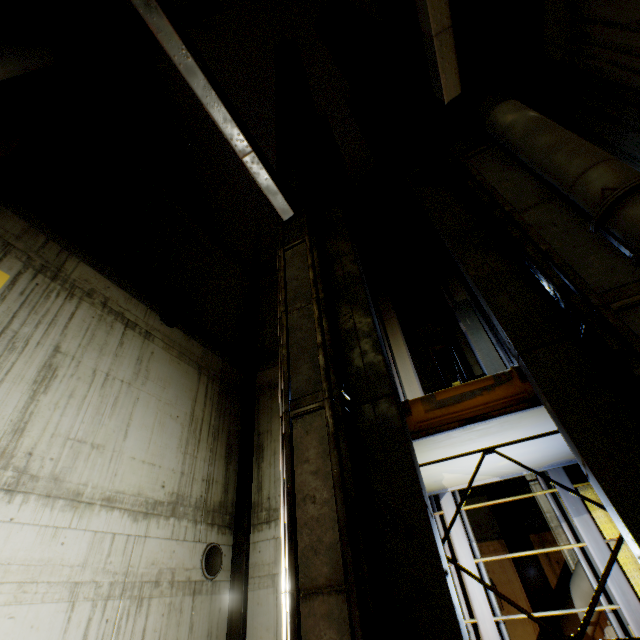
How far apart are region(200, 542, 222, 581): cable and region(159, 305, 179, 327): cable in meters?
6.5 m

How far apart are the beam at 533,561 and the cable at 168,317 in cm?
1025

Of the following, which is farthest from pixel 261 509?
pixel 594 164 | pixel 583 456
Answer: pixel 594 164

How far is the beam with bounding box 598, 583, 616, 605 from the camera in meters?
4.2 m

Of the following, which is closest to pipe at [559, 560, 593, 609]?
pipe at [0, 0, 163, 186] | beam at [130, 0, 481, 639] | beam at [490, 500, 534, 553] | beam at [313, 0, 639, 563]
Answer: pipe at [0, 0, 163, 186]

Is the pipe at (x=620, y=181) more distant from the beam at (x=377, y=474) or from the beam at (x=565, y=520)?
the beam at (x=377, y=474)

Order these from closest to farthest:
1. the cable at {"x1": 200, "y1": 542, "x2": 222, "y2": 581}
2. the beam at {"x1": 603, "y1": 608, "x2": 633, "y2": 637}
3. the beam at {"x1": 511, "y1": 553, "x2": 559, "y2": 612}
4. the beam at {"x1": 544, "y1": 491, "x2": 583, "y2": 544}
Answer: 1. the beam at {"x1": 603, "y1": 608, "x2": 633, "y2": 637}
2. the beam at {"x1": 544, "y1": 491, "x2": 583, "y2": 544}
3. the beam at {"x1": 511, "y1": 553, "x2": 559, "y2": 612}
4. the cable at {"x1": 200, "y1": 542, "x2": 222, "y2": 581}
